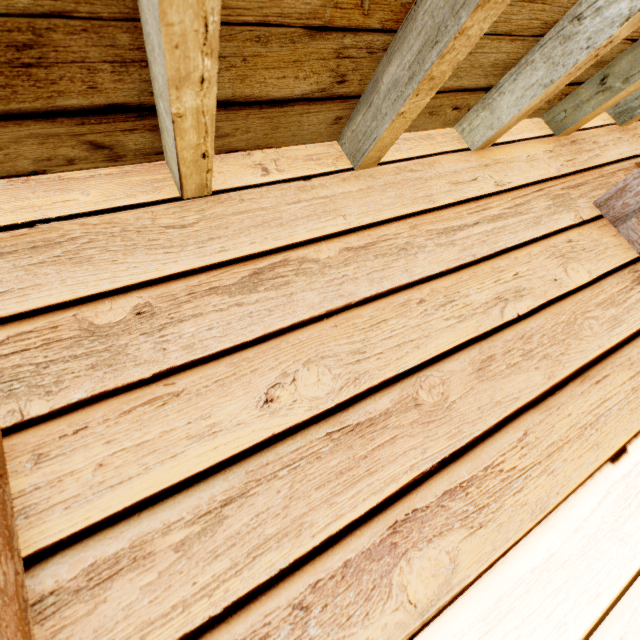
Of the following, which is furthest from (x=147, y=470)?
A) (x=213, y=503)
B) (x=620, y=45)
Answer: (x=620, y=45)
